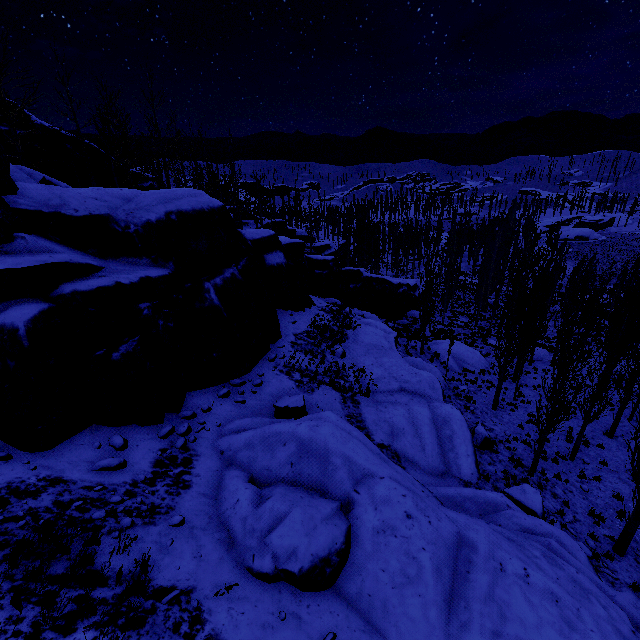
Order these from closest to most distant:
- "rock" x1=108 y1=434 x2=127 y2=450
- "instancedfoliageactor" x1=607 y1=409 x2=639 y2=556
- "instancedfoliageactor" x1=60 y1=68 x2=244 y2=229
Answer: "rock" x1=108 y1=434 x2=127 y2=450, "instancedfoliageactor" x1=607 y1=409 x2=639 y2=556, "instancedfoliageactor" x1=60 y1=68 x2=244 y2=229

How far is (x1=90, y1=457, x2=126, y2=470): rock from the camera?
7.3 meters

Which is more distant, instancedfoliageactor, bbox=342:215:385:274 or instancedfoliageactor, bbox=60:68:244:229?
instancedfoliageactor, bbox=342:215:385:274

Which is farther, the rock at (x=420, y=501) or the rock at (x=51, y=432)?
the rock at (x=51, y=432)

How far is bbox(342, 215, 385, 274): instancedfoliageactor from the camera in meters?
46.6 m

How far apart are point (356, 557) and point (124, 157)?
25.28m

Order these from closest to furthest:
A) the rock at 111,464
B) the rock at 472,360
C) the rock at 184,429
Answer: the rock at 111,464
the rock at 184,429
the rock at 472,360
